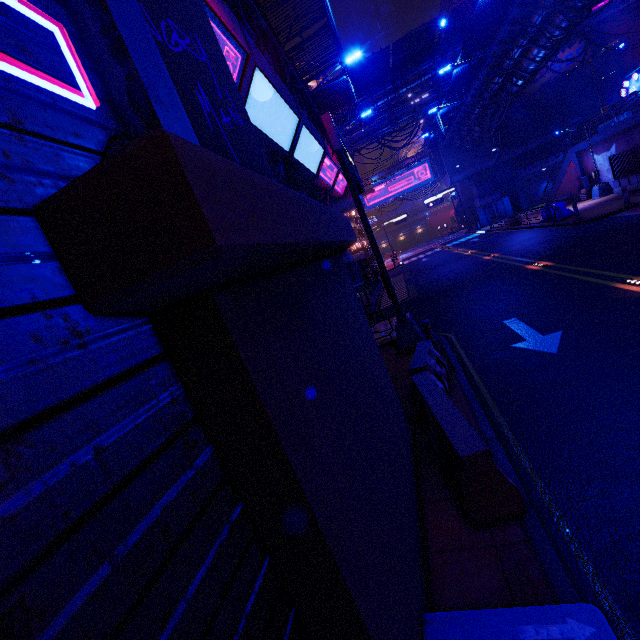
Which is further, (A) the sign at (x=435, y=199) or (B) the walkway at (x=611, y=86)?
(A) the sign at (x=435, y=199)

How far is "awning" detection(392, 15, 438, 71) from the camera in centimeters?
2772cm

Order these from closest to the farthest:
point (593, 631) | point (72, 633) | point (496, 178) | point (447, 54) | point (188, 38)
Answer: point (72, 633)
point (593, 631)
point (188, 38)
point (447, 54)
point (496, 178)

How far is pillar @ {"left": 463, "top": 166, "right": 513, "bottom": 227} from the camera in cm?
4303

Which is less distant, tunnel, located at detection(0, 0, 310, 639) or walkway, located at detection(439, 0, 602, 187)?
tunnel, located at detection(0, 0, 310, 639)

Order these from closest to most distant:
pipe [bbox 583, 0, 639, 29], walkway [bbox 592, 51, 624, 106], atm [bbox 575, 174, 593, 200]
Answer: atm [bbox 575, 174, 593, 200]
pipe [bbox 583, 0, 639, 29]
walkway [bbox 592, 51, 624, 106]

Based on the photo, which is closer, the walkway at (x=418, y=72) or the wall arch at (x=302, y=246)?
the wall arch at (x=302, y=246)

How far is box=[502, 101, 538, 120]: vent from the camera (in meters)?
40.03
